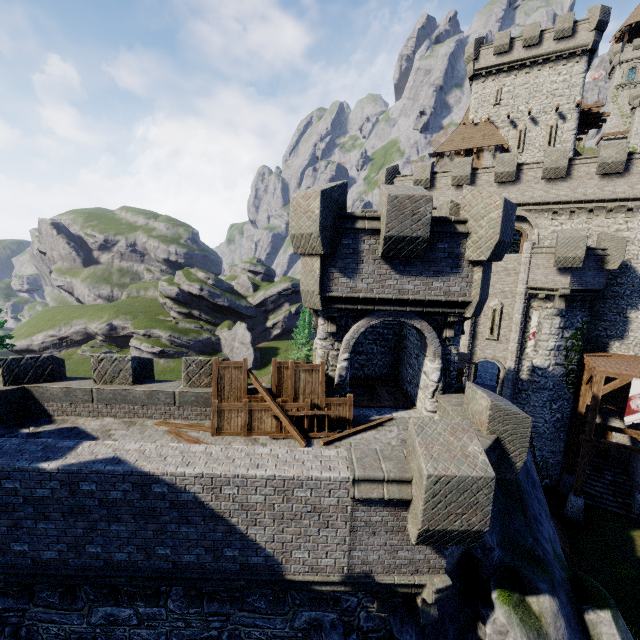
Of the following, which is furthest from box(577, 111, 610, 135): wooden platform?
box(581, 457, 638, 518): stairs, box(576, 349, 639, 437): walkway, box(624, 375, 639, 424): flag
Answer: box(581, 457, 638, 518): stairs

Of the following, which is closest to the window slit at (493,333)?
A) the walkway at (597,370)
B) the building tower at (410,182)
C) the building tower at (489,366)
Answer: the building tower at (489,366)

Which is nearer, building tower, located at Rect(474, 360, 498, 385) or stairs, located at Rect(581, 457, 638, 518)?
stairs, located at Rect(581, 457, 638, 518)

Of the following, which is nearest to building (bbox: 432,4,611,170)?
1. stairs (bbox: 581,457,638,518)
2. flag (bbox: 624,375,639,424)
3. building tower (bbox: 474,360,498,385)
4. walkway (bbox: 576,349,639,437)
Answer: building tower (bbox: 474,360,498,385)

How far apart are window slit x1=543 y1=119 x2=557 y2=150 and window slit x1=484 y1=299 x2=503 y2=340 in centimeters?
2147cm

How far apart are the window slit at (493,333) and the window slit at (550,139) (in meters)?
21.47

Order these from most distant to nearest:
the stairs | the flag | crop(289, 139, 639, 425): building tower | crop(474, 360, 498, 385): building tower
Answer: crop(474, 360, 498, 385): building tower
the stairs
the flag
crop(289, 139, 639, 425): building tower

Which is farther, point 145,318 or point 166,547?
point 145,318
